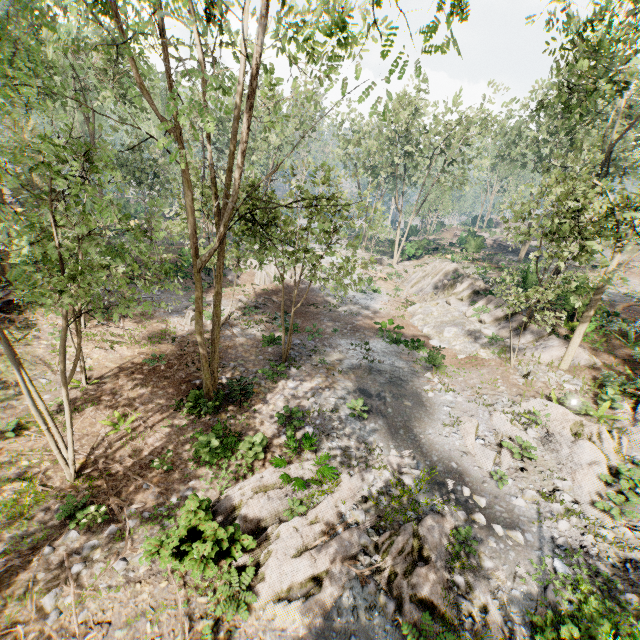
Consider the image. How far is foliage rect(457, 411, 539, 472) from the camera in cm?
1180

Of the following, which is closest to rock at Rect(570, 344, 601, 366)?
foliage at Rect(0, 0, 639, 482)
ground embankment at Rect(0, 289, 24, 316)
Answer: foliage at Rect(0, 0, 639, 482)

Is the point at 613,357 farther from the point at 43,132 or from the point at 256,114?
the point at 43,132

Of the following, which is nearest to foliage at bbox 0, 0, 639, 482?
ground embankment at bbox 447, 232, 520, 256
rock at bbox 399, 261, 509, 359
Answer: rock at bbox 399, 261, 509, 359

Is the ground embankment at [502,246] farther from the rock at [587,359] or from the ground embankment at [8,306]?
the ground embankment at [8,306]

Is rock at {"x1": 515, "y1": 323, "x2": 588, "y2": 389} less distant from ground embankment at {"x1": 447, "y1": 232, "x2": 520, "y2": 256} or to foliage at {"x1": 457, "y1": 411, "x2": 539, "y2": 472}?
foliage at {"x1": 457, "y1": 411, "x2": 539, "y2": 472}

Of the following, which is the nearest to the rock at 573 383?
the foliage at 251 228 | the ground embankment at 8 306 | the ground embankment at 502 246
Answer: the foliage at 251 228
